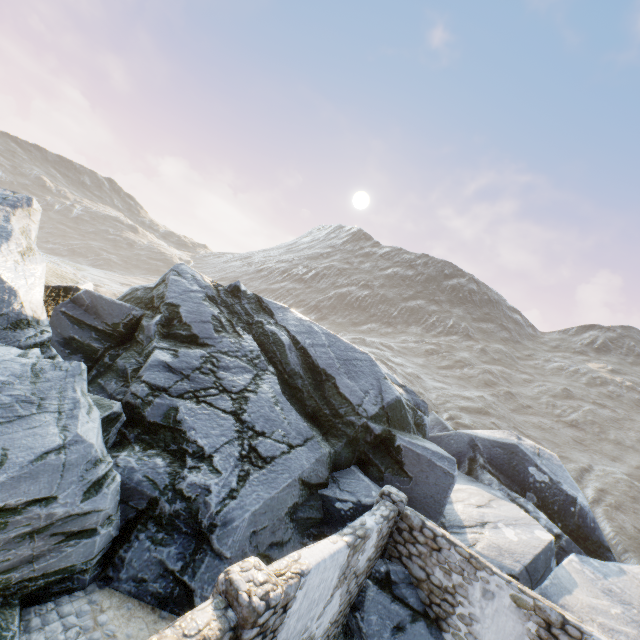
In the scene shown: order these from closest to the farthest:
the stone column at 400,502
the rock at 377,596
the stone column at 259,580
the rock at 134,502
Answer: the stone column at 259,580
the rock at 134,502
the rock at 377,596
the stone column at 400,502

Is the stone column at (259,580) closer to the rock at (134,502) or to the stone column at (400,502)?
the rock at (134,502)

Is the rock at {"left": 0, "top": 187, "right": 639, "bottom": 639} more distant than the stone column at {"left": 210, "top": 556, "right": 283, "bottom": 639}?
Yes

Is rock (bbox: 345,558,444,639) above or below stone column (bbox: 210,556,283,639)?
below

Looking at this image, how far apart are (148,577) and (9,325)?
7.52m

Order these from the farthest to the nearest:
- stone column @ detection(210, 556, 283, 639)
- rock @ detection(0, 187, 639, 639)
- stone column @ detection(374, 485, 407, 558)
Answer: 1. stone column @ detection(374, 485, 407, 558)
2. rock @ detection(0, 187, 639, 639)
3. stone column @ detection(210, 556, 283, 639)

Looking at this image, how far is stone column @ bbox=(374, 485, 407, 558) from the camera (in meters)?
8.77

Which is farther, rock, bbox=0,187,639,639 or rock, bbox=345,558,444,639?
rock, bbox=345,558,444,639
